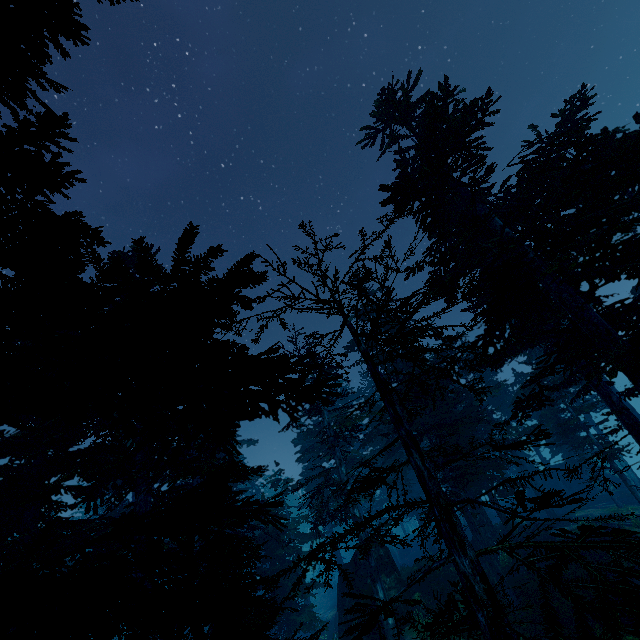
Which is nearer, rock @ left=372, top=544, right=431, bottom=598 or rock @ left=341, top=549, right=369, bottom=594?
rock @ left=372, top=544, right=431, bottom=598

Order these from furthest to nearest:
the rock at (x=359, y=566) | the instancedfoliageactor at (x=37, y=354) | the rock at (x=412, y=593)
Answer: the rock at (x=359, y=566), the rock at (x=412, y=593), the instancedfoliageactor at (x=37, y=354)

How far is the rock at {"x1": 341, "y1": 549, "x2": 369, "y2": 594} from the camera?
19.4m

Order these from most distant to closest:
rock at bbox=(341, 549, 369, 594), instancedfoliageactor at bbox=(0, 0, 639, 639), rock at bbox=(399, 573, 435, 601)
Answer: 1. rock at bbox=(341, 549, 369, 594)
2. rock at bbox=(399, 573, 435, 601)
3. instancedfoliageactor at bbox=(0, 0, 639, 639)

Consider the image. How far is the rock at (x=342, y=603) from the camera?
18.75m

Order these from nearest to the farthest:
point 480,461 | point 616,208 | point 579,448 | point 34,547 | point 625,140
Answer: point 34,547, point 616,208, point 625,140, point 579,448, point 480,461
